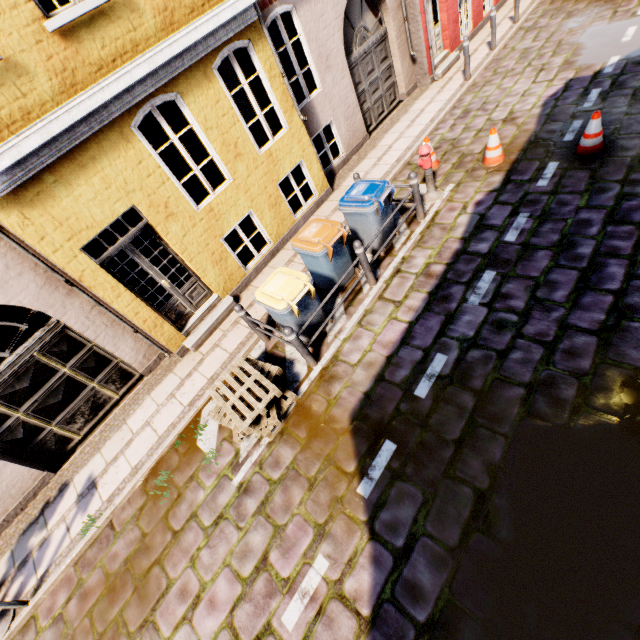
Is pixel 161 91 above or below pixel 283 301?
above

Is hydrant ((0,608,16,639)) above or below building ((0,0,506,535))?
below

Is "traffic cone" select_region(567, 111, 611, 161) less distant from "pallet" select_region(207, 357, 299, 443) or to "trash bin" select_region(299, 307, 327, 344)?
"trash bin" select_region(299, 307, 327, 344)

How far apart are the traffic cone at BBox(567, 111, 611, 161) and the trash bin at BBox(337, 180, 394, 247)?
3.60m

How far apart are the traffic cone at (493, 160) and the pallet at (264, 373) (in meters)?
6.28

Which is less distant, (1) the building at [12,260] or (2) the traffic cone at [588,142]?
(1) the building at [12,260]

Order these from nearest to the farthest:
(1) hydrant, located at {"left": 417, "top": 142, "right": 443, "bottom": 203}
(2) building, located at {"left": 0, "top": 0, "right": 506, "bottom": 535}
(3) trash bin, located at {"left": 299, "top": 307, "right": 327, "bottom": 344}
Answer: (2) building, located at {"left": 0, "top": 0, "right": 506, "bottom": 535}
(3) trash bin, located at {"left": 299, "top": 307, "right": 327, "bottom": 344}
(1) hydrant, located at {"left": 417, "top": 142, "right": 443, "bottom": 203}

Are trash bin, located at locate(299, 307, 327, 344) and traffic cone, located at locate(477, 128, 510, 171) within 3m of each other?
no
